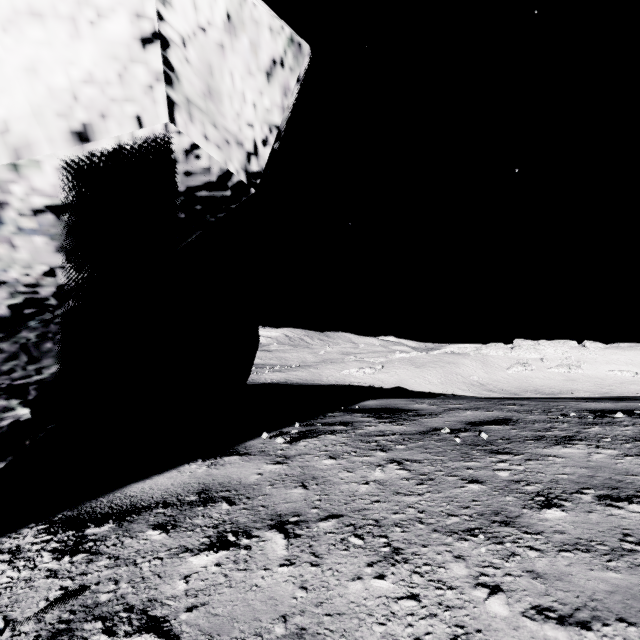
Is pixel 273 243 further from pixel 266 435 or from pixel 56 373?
pixel 266 435
